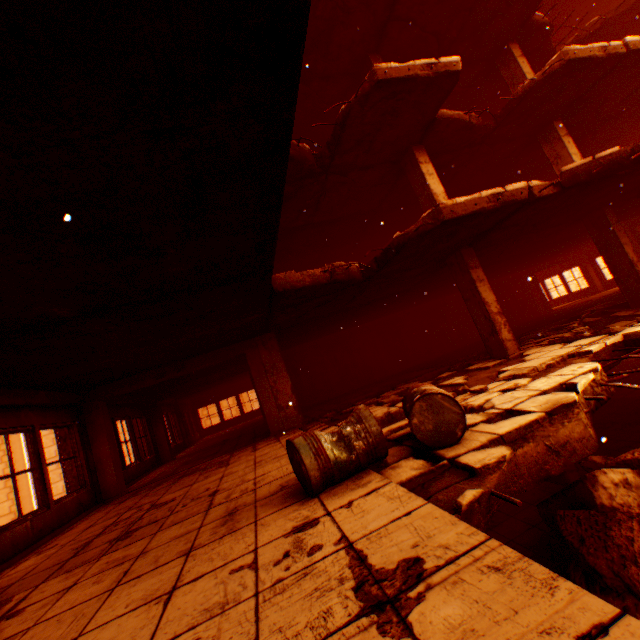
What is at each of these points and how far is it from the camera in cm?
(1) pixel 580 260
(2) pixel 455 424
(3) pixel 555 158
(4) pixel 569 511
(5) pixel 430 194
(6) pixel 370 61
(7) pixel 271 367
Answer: (1) concrete beam, 1892
(2) metal barrel, 311
(3) pillar, 977
(4) rock pile, 428
(5) pillar, 809
(6) pillar, 877
(7) pillar, 892

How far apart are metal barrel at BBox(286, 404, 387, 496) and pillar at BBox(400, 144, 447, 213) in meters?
6.1 m

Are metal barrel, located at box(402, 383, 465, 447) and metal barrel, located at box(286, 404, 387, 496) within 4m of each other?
yes

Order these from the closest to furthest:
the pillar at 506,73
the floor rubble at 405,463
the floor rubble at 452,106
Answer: the floor rubble at 405,463 → the floor rubble at 452,106 → the pillar at 506,73

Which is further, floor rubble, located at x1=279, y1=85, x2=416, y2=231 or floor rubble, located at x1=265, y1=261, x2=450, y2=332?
floor rubble, located at x1=279, y1=85, x2=416, y2=231

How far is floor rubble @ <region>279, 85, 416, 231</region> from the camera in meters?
7.6

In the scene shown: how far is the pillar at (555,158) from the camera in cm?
946

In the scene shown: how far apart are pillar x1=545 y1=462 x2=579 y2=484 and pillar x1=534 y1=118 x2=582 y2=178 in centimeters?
577cm
